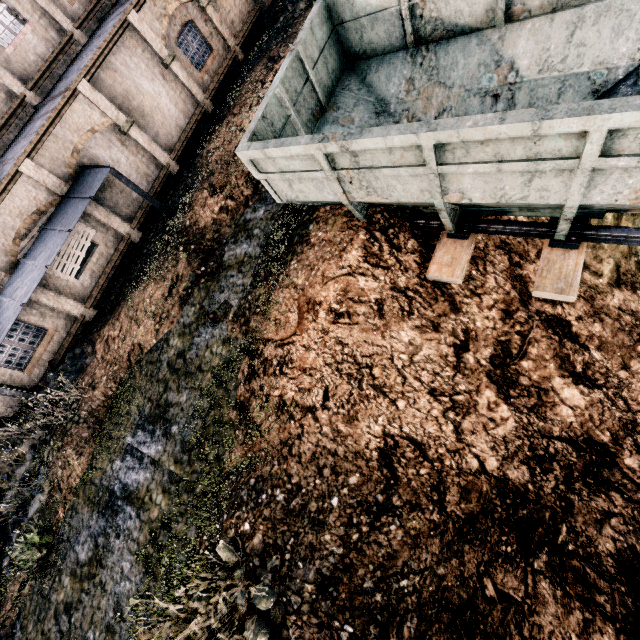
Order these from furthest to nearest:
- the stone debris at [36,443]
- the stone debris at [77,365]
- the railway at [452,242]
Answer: the stone debris at [77,365] < the stone debris at [36,443] < the railway at [452,242]

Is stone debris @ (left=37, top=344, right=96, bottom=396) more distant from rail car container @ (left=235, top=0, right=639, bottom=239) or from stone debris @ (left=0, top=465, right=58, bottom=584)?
rail car container @ (left=235, top=0, right=639, bottom=239)

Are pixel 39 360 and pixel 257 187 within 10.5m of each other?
no

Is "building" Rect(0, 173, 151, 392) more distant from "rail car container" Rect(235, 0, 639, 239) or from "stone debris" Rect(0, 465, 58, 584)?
"rail car container" Rect(235, 0, 639, 239)

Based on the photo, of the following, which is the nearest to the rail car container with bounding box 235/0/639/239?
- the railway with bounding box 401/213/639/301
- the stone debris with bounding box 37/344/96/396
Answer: the railway with bounding box 401/213/639/301

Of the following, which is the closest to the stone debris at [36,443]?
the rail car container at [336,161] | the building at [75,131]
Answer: the building at [75,131]

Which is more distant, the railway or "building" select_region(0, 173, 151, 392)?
"building" select_region(0, 173, 151, 392)

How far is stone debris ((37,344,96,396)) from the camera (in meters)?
12.80
